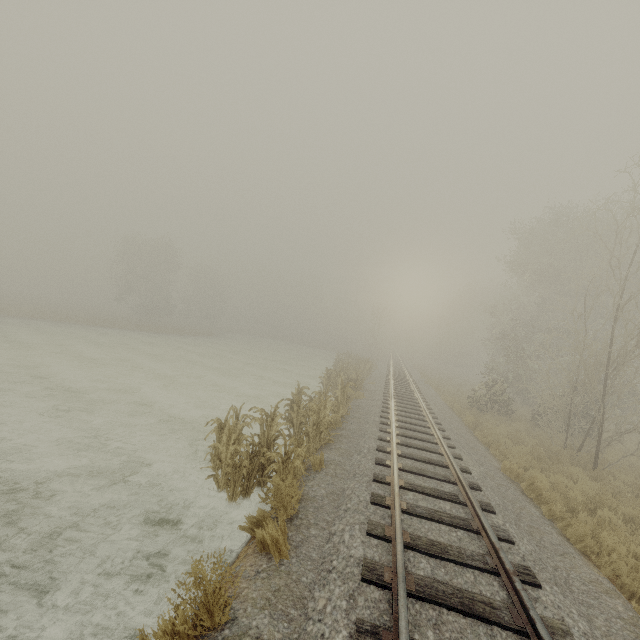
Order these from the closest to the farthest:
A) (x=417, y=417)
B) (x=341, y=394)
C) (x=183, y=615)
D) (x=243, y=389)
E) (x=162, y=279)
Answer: (x=183, y=615), (x=341, y=394), (x=417, y=417), (x=243, y=389), (x=162, y=279)

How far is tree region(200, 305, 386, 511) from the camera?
6.4 meters

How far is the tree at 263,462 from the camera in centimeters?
638cm
